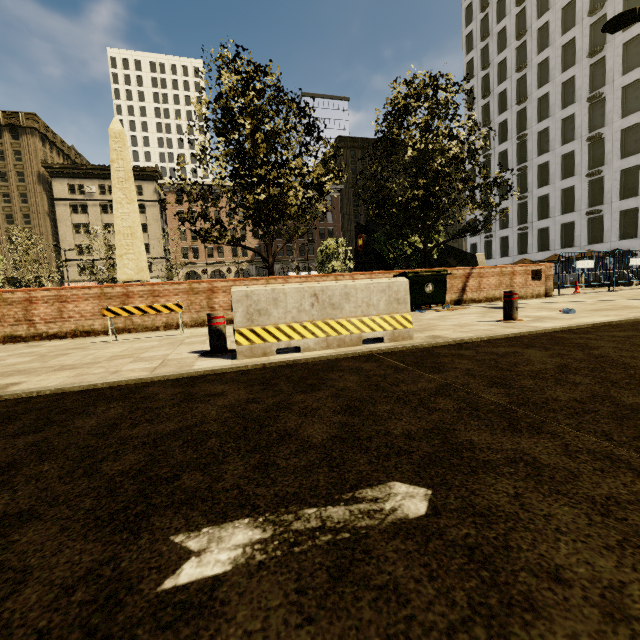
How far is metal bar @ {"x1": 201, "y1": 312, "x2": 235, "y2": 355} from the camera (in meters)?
4.23

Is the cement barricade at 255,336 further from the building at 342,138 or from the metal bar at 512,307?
the building at 342,138

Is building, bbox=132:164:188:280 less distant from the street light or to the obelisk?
the street light

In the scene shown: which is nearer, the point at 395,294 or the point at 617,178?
the point at 395,294

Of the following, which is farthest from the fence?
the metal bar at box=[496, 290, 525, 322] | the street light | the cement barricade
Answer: Answer: the cement barricade

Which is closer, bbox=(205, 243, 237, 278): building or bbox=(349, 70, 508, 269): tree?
bbox=(349, 70, 508, 269): tree

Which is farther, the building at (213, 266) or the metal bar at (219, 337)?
the building at (213, 266)

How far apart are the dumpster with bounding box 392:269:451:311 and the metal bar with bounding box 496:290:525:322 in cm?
316
